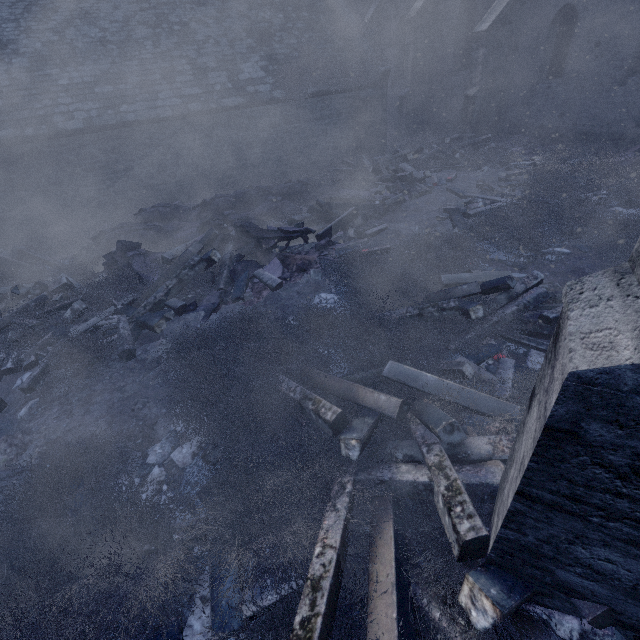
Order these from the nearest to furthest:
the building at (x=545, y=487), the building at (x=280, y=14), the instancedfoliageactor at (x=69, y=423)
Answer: the building at (x=545, y=487) < the instancedfoliageactor at (x=69, y=423) < the building at (x=280, y=14)

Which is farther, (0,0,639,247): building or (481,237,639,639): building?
(0,0,639,247): building

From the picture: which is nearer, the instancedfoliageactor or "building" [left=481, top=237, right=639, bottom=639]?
"building" [left=481, top=237, right=639, bottom=639]

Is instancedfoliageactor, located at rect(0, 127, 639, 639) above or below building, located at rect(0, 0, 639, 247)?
below

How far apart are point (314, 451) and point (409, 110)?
18.08m

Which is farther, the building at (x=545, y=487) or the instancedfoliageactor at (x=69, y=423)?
the instancedfoliageactor at (x=69, y=423)

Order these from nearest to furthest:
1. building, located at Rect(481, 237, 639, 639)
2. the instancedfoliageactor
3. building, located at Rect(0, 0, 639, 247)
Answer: building, located at Rect(481, 237, 639, 639)
the instancedfoliageactor
building, located at Rect(0, 0, 639, 247)
